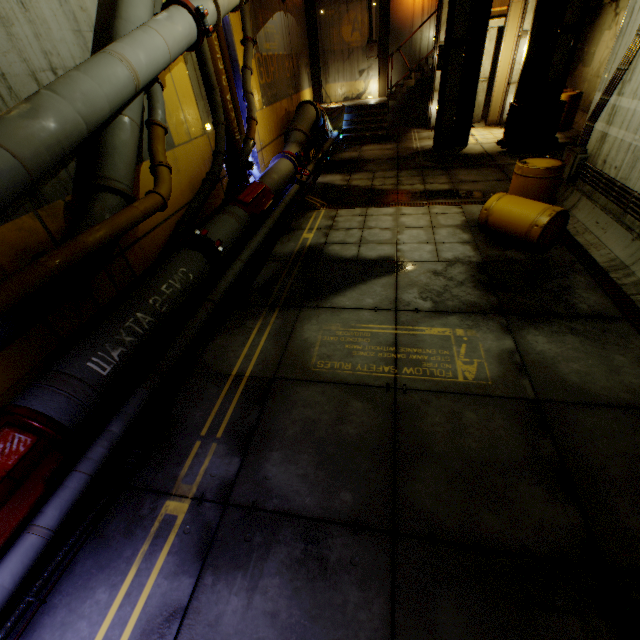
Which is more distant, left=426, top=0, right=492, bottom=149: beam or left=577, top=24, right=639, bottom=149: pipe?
left=426, top=0, right=492, bottom=149: beam

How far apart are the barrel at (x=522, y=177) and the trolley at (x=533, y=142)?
5.11m

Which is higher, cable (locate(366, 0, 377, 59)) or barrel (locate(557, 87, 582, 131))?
cable (locate(366, 0, 377, 59))

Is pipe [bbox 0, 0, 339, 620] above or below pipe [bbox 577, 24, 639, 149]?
below

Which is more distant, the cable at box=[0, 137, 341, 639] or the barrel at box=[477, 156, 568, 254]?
the barrel at box=[477, 156, 568, 254]

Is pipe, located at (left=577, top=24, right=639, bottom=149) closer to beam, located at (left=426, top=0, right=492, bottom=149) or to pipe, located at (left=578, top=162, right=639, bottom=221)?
pipe, located at (left=578, top=162, right=639, bottom=221)

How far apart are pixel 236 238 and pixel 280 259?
1.0 meters

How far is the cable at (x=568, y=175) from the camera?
6.4 meters
